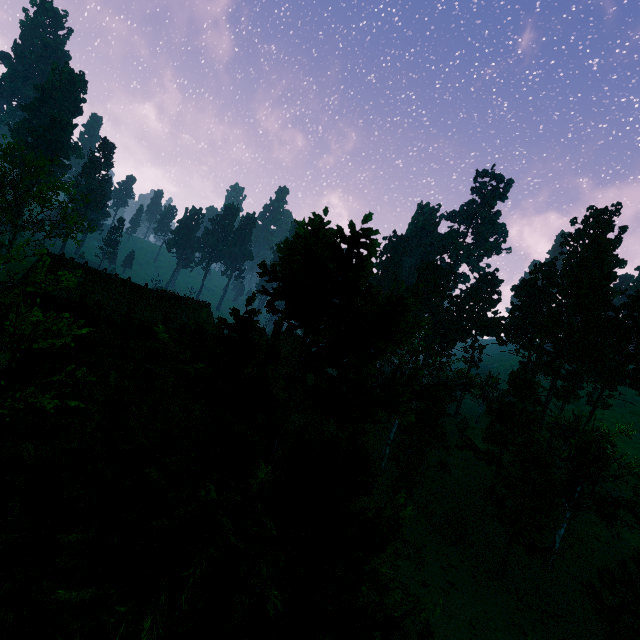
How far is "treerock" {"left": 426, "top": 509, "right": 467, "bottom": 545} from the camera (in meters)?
23.22

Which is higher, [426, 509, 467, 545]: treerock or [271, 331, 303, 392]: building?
[271, 331, 303, 392]: building

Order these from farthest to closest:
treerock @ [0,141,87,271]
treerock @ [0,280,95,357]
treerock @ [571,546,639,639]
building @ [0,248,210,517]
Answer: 1. treerock @ [0,141,87,271]
2. treerock @ [571,546,639,639]
3. building @ [0,248,210,517]
4. treerock @ [0,280,95,357]

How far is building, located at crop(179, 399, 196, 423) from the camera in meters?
15.1 m

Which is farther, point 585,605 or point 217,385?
point 585,605

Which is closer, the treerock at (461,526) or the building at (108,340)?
the building at (108,340)

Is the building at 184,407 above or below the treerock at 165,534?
below

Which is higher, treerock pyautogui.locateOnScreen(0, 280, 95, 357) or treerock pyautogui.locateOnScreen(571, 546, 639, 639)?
treerock pyautogui.locateOnScreen(0, 280, 95, 357)
